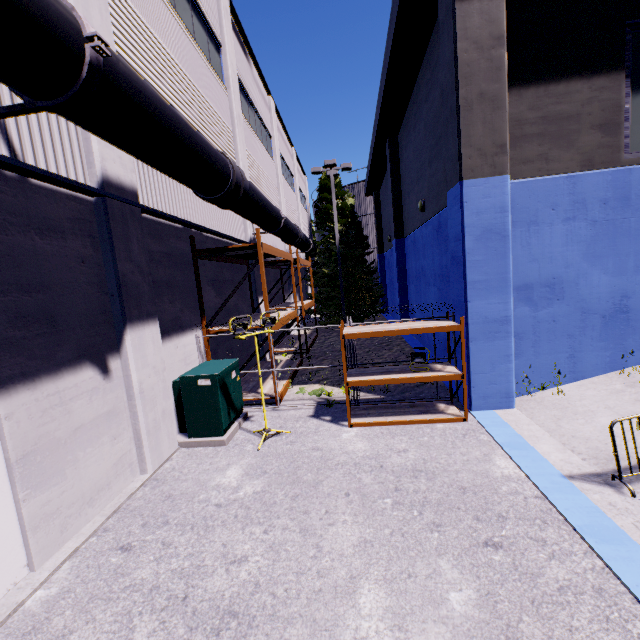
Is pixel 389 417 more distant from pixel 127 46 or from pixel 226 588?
pixel 127 46

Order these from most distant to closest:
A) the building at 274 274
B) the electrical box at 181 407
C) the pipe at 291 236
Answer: the building at 274 274
the electrical box at 181 407
the pipe at 291 236

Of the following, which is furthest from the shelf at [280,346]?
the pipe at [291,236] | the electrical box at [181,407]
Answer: the electrical box at [181,407]

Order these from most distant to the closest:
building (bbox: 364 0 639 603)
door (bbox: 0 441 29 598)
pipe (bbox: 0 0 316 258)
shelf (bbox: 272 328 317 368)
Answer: shelf (bbox: 272 328 317 368) → building (bbox: 364 0 639 603) → door (bbox: 0 441 29 598) → pipe (bbox: 0 0 316 258)

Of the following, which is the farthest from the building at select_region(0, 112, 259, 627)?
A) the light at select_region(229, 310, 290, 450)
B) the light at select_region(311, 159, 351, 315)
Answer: the light at select_region(311, 159, 351, 315)

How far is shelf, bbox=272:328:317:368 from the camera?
12.34m

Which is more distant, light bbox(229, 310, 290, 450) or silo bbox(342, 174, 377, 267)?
silo bbox(342, 174, 377, 267)

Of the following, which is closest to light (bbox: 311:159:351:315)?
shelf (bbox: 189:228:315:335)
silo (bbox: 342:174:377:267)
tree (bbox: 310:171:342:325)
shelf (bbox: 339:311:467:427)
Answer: tree (bbox: 310:171:342:325)
